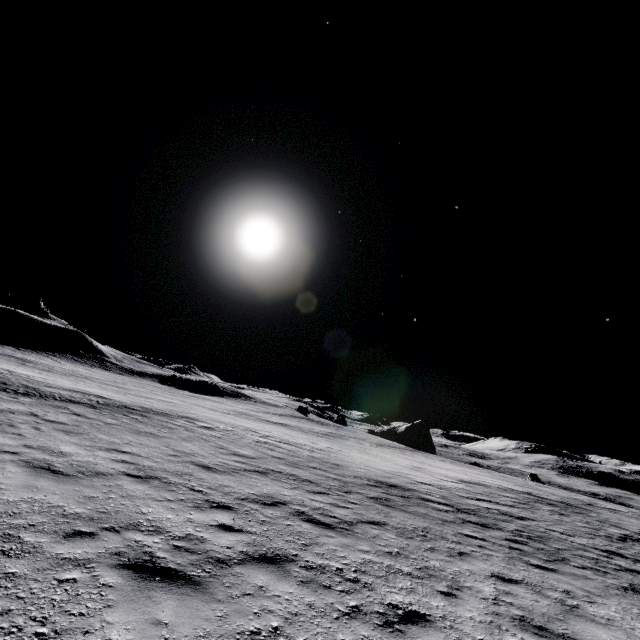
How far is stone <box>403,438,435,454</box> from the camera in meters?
57.3

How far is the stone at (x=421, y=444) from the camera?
57.3 meters

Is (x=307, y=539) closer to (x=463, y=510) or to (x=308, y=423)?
(x=463, y=510)
